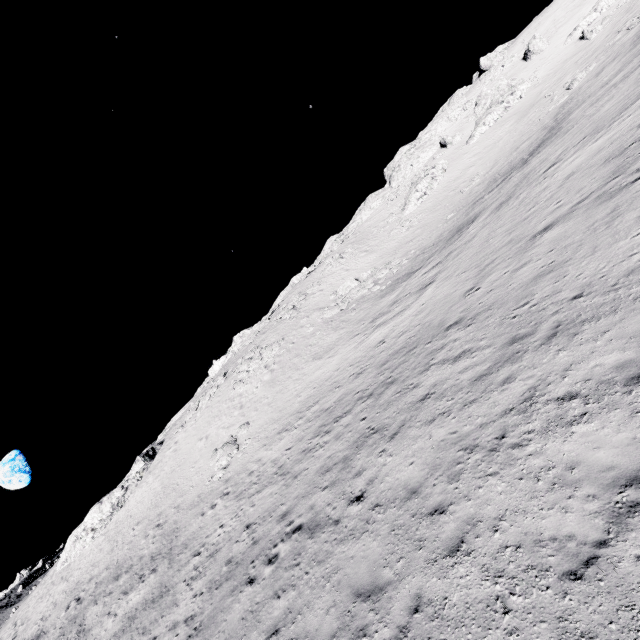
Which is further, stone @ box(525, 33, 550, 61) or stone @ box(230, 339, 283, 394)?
stone @ box(525, 33, 550, 61)

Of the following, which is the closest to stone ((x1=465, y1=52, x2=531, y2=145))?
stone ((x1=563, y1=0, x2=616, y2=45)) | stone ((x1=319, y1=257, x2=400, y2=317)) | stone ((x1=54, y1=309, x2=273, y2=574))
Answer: stone ((x1=563, y1=0, x2=616, y2=45))

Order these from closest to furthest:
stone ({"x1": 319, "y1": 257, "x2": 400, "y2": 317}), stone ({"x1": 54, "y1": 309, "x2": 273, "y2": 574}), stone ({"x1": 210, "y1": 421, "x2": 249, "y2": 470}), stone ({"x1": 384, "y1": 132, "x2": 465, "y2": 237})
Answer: stone ({"x1": 210, "y1": 421, "x2": 249, "y2": 470})
stone ({"x1": 319, "y1": 257, "x2": 400, "y2": 317})
stone ({"x1": 54, "y1": 309, "x2": 273, "y2": 574})
stone ({"x1": 384, "y1": 132, "x2": 465, "y2": 237})

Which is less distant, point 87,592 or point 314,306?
point 87,592

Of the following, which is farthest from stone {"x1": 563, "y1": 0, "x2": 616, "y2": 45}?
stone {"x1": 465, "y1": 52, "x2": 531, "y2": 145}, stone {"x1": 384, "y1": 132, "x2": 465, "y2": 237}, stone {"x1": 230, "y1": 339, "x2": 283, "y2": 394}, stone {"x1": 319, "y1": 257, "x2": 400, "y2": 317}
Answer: stone {"x1": 230, "y1": 339, "x2": 283, "y2": 394}

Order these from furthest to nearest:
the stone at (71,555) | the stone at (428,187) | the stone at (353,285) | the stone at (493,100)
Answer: the stone at (493,100), the stone at (428,187), the stone at (71,555), the stone at (353,285)

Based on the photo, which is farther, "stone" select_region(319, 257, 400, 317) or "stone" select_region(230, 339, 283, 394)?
"stone" select_region(230, 339, 283, 394)

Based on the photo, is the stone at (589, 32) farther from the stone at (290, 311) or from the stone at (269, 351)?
the stone at (269, 351)
